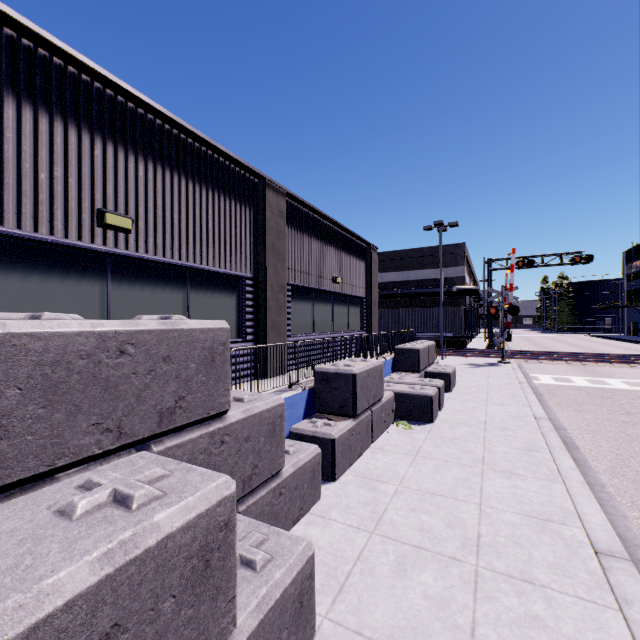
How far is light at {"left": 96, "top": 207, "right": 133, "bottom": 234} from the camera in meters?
4.7 m

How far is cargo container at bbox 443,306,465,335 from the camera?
28.9m

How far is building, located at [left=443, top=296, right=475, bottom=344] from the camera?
33.19m

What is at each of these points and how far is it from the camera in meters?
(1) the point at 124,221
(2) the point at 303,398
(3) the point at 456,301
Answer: (1) light, 4.9 m
(2) building, 6.6 m
(3) building, 33.4 m

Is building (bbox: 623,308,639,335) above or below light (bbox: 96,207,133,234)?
below

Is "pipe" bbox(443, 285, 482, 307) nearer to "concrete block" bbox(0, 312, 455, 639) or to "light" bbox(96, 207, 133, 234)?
"concrete block" bbox(0, 312, 455, 639)

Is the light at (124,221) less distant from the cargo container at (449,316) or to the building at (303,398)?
the building at (303,398)

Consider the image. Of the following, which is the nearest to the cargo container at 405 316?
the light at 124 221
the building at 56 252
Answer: the building at 56 252
